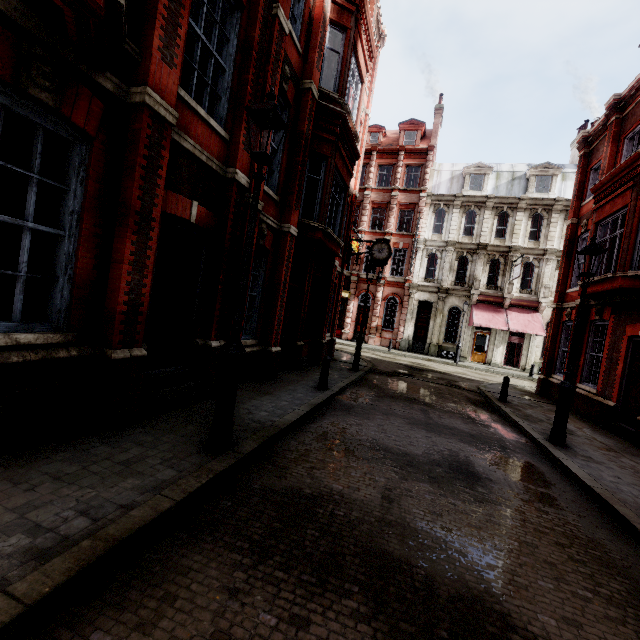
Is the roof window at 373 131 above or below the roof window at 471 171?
above

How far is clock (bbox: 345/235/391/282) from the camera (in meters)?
15.68

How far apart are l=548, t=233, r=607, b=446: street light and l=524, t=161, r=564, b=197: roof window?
23.8m

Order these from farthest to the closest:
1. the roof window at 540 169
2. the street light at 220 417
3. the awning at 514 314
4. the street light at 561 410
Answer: the roof window at 540 169 → the awning at 514 314 → the street light at 561 410 → the street light at 220 417

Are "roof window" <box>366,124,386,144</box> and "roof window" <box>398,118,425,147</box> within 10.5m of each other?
yes

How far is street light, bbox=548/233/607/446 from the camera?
7.3m

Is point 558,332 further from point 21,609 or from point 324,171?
point 21,609

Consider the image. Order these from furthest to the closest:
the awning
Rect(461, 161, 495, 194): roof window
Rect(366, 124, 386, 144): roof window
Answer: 1. Rect(366, 124, 386, 144): roof window
2. Rect(461, 161, 495, 194): roof window
3. the awning
